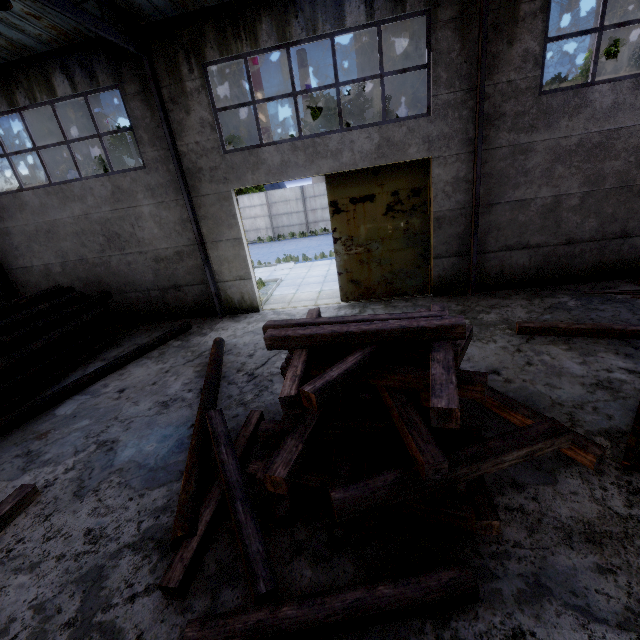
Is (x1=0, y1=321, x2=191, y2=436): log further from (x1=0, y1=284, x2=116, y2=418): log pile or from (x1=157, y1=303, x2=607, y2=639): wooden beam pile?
(x1=157, y1=303, x2=607, y2=639): wooden beam pile

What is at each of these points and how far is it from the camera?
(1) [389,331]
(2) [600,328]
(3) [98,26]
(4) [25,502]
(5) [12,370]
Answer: (1) wooden beam pile, 4.1m
(2) wooden beam pile, 6.4m
(3) roof support, 6.6m
(4) wooden beam pile, 4.7m
(5) log pile, 7.5m

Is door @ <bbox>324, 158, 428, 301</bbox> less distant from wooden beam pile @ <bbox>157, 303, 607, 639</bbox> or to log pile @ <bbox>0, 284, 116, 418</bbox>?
wooden beam pile @ <bbox>157, 303, 607, 639</bbox>

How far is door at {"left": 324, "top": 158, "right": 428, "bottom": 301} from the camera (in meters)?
8.88

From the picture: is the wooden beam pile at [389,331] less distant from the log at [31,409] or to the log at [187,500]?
the log at [187,500]

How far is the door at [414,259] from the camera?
8.88m

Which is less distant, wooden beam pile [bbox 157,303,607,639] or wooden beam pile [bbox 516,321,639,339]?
wooden beam pile [bbox 157,303,607,639]

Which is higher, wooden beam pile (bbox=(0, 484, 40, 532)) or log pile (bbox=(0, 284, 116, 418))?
log pile (bbox=(0, 284, 116, 418))
